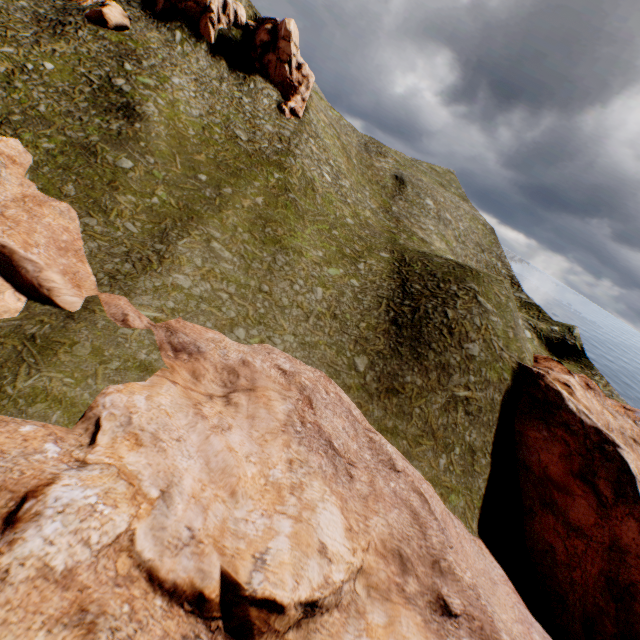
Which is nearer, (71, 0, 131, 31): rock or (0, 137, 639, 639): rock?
(0, 137, 639, 639): rock

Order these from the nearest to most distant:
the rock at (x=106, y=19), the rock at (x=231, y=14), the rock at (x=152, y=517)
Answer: the rock at (x=152, y=517) → the rock at (x=106, y=19) → the rock at (x=231, y=14)

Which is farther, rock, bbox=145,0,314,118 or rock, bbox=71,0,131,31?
rock, bbox=145,0,314,118

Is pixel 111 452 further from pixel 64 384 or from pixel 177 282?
pixel 177 282

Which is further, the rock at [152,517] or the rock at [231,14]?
the rock at [231,14]

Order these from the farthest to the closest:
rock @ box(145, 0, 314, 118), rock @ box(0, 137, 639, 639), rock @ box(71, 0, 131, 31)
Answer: rock @ box(145, 0, 314, 118)
rock @ box(71, 0, 131, 31)
rock @ box(0, 137, 639, 639)

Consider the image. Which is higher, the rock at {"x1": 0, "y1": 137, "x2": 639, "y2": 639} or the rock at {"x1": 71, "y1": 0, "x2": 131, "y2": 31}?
the rock at {"x1": 71, "y1": 0, "x2": 131, "y2": 31}
